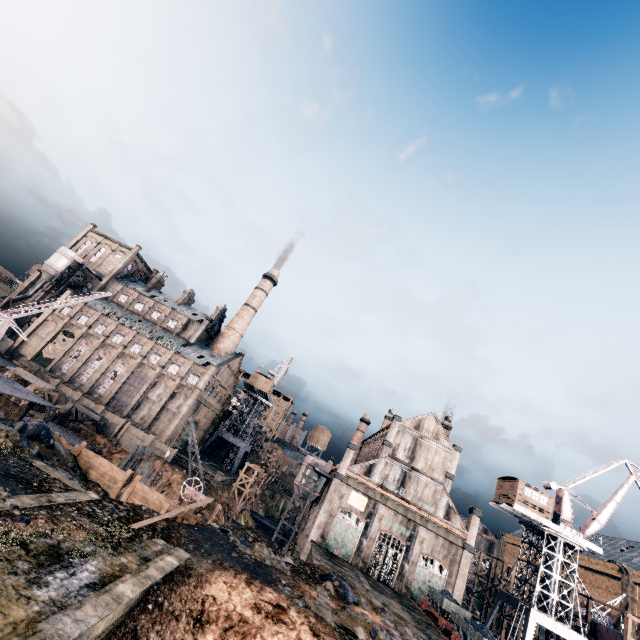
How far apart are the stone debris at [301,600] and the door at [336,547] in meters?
24.2 m

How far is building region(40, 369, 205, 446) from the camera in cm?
5669

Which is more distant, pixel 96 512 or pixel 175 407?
pixel 175 407

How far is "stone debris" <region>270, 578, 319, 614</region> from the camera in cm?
1860

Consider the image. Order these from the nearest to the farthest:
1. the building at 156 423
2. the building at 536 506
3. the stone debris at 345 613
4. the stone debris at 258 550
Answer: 1. the stone debris at 345 613
2. the stone debris at 258 550
3. the building at 536 506
4. the building at 156 423

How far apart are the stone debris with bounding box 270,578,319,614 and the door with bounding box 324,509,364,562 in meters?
24.2 m

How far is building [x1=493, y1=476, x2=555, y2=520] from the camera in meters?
38.7

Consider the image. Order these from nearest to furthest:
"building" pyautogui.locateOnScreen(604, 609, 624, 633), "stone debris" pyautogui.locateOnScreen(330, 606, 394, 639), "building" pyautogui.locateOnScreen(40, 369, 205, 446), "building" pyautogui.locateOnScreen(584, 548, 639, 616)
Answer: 1. "stone debris" pyautogui.locateOnScreen(330, 606, 394, 639)
2. "building" pyautogui.locateOnScreen(604, 609, 624, 633)
3. "building" pyautogui.locateOnScreen(584, 548, 639, 616)
4. "building" pyautogui.locateOnScreen(40, 369, 205, 446)
